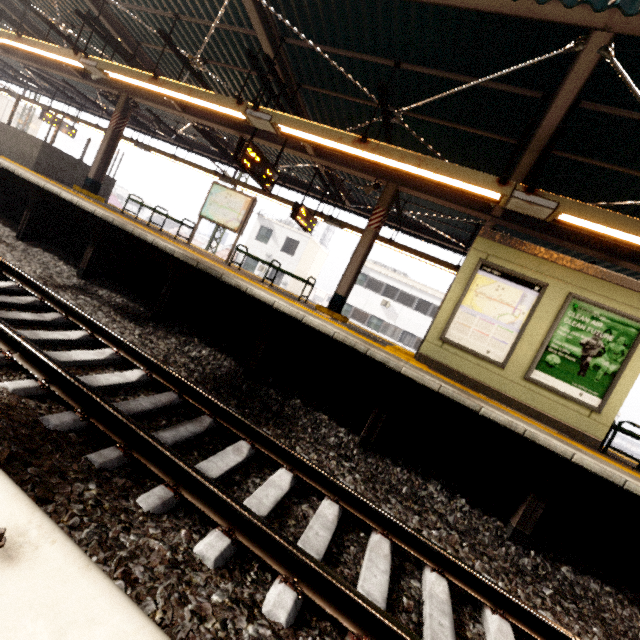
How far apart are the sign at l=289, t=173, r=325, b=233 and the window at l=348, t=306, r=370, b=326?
17.7 meters

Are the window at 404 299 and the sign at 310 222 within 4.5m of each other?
no

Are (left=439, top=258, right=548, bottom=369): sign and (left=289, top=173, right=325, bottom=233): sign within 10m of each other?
Answer: yes

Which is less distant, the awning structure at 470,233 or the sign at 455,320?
the awning structure at 470,233

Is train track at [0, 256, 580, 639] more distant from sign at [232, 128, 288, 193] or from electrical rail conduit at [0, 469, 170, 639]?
sign at [232, 128, 288, 193]

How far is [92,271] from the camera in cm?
615

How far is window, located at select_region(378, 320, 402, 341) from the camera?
27.3m

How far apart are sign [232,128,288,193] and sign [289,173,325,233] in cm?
168
